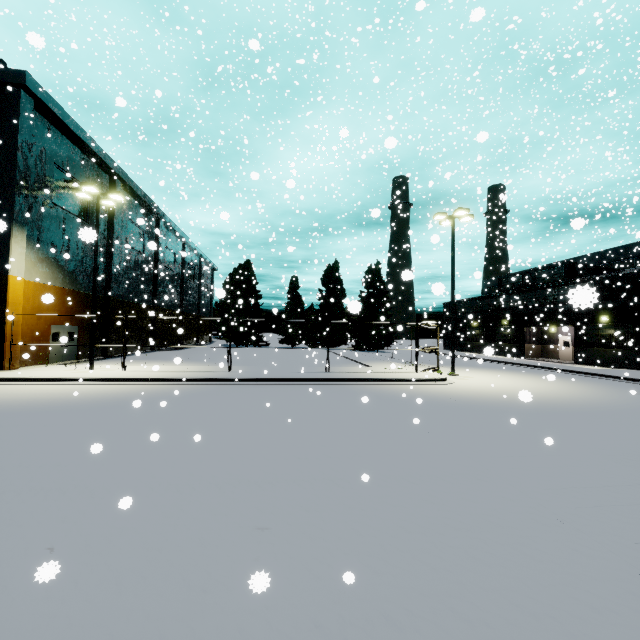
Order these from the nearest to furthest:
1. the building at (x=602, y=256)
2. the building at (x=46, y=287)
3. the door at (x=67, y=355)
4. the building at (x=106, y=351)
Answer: the building at (x=46, y=287)
the door at (x=67, y=355)
the building at (x=602, y=256)
the building at (x=106, y=351)

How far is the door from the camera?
20.7 meters

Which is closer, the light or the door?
the light

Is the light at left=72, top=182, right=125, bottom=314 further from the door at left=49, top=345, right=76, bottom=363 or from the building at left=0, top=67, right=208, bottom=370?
the door at left=49, top=345, right=76, bottom=363

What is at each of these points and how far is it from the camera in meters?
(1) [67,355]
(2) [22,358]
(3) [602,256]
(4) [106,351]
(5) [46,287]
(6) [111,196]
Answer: (1) door, 22.3 m
(2) building, 18.2 m
(3) building, 57.5 m
(4) building, 26.3 m
(5) building, 19.9 m
(6) light, 17.9 m

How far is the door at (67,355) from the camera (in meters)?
20.73

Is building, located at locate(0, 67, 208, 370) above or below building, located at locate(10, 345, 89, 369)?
above
